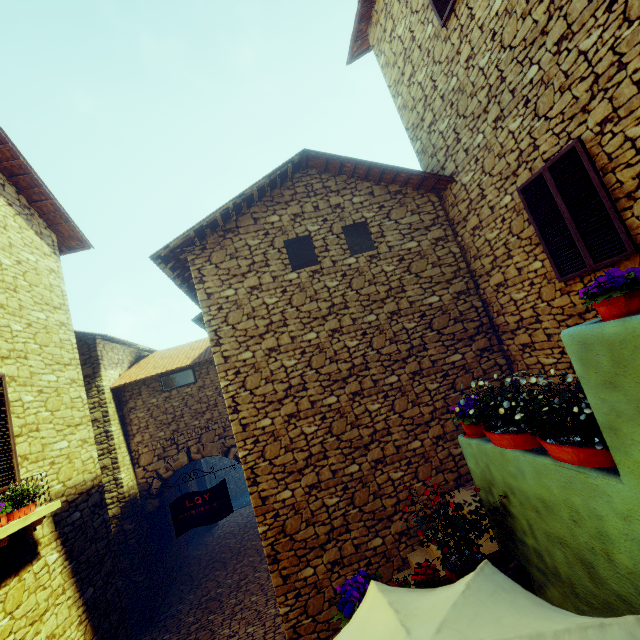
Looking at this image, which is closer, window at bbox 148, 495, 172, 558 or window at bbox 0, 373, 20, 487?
window at bbox 0, 373, 20, 487

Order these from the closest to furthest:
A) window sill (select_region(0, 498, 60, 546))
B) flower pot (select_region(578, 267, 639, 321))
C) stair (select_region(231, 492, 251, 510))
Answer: flower pot (select_region(578, 267, 639, 321)), window sill (select_region(0, 498, 60, 546)), stair (select_region(231, 492, 251, 510))

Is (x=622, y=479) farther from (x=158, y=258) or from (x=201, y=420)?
(x=201, y=420)

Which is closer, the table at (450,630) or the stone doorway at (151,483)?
the table at (450,630)

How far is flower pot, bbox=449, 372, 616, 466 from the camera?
2.3m

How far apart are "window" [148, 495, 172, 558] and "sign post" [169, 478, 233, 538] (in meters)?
4.86

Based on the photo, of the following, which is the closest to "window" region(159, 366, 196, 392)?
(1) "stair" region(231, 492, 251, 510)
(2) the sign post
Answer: (2) the sign post

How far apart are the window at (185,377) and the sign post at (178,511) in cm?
454
